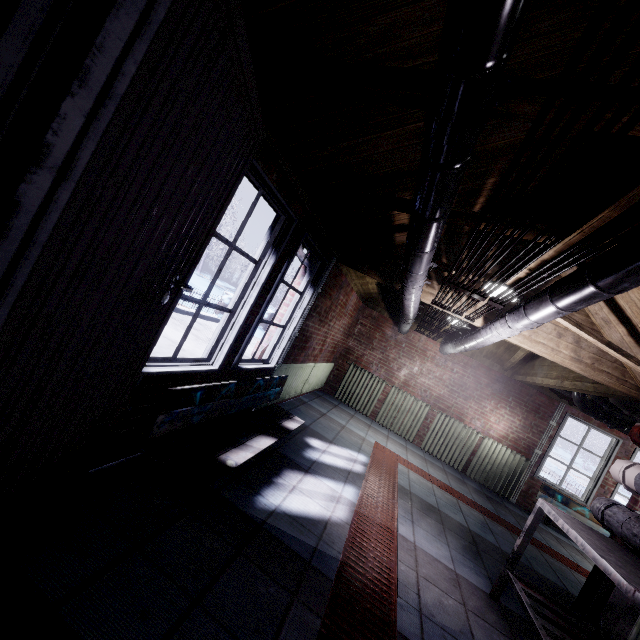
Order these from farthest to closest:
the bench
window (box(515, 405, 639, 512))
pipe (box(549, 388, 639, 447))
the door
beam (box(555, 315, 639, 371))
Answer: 1. window (box(515, 405, 639, 512))
2. pipe (box(549, 388, 639, 447))
3. beam (box(555, 315, 639, 371))
4. the bench
5. the door

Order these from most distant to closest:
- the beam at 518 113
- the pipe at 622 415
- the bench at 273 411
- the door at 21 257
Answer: the pipe at 622 415 → the bench at 273 411 → the beam at 518 113 → the door at 21 257

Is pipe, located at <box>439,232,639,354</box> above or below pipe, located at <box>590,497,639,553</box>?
above

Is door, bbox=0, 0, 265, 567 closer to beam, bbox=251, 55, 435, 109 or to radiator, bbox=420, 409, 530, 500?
beam, bbox=251, 55, 435, 109

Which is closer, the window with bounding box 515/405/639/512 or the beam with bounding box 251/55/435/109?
the beam with bounding box 251/55/435/109

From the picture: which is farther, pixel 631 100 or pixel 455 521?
pixel 455 521

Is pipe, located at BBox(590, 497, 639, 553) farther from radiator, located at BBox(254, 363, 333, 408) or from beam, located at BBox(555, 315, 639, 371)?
radiator, located at BBox(254, 363, 333, 408)

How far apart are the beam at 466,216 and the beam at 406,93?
0.2 meters
